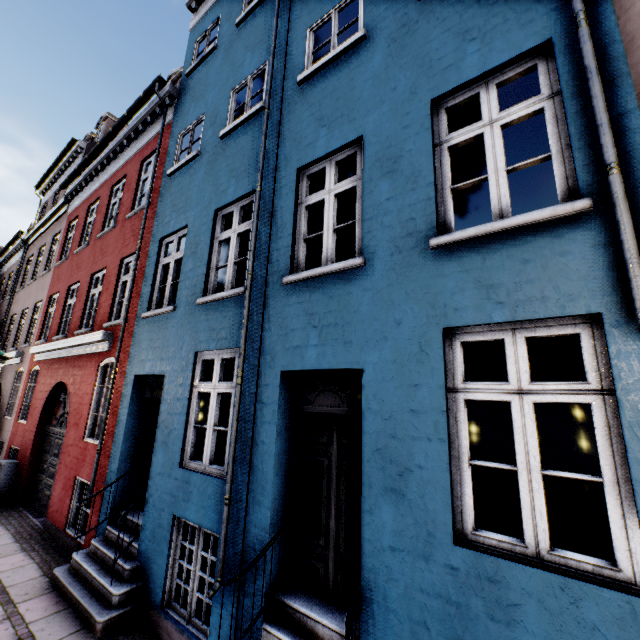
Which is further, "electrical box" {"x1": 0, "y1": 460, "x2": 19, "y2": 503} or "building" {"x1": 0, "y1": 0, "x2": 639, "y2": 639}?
"electrical box" {"x1": 0, "y1": 460, "x2": 19, "y2": 503}

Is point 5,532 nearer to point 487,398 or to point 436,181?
point 487,398

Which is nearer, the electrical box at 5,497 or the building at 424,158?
the building at 424,158
